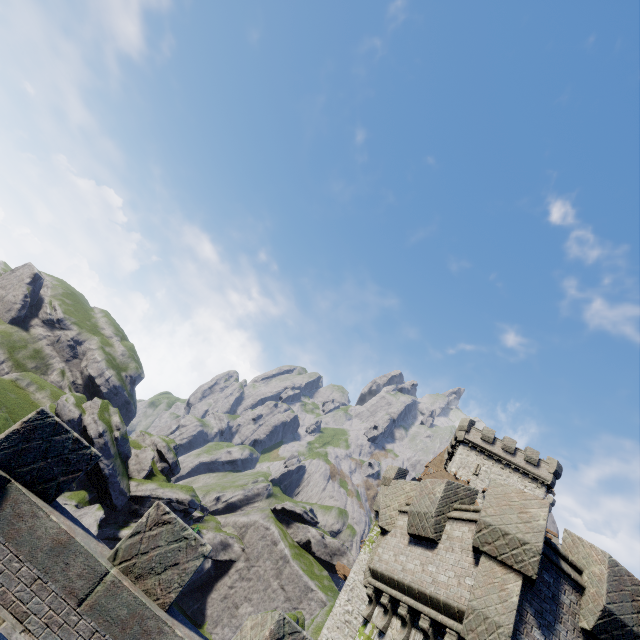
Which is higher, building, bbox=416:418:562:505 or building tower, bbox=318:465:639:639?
building, bbox=416:418:562:505

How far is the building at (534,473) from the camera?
37.62m

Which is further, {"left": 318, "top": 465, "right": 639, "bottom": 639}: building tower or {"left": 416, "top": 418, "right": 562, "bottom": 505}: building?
{"left": 416, "top": 418, "right": 562, "bottom": 505}: building

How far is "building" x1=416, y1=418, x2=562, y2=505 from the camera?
37.6 meters

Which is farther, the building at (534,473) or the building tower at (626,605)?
the building at (534,473)

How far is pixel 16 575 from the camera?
4.7 meters
